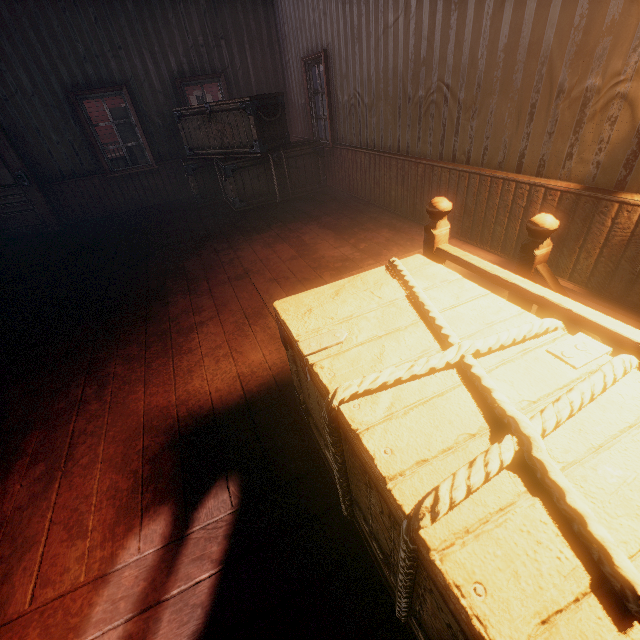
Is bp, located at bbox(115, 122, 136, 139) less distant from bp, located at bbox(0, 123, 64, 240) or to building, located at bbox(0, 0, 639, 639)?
building, located at bbox(0, 0, 639, 639)

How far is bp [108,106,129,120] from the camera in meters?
17.1

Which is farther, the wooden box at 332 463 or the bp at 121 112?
the bp at 121 112

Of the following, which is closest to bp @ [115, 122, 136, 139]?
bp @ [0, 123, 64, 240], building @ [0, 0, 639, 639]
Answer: Result: building @ [0, 0, 639, 639]

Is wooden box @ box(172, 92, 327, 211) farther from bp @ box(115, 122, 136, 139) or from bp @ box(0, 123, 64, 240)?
bp @ box(115, 122, 136, 139)

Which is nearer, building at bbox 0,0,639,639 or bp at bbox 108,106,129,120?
building at bbox 0,0,639,639

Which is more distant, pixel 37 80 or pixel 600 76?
pixel 37 80

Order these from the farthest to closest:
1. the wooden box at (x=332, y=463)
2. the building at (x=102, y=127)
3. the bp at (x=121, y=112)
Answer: the bp at (x=121, y=112), the building at (x=102, y=127), the wooden box at (x=332, y=463)
